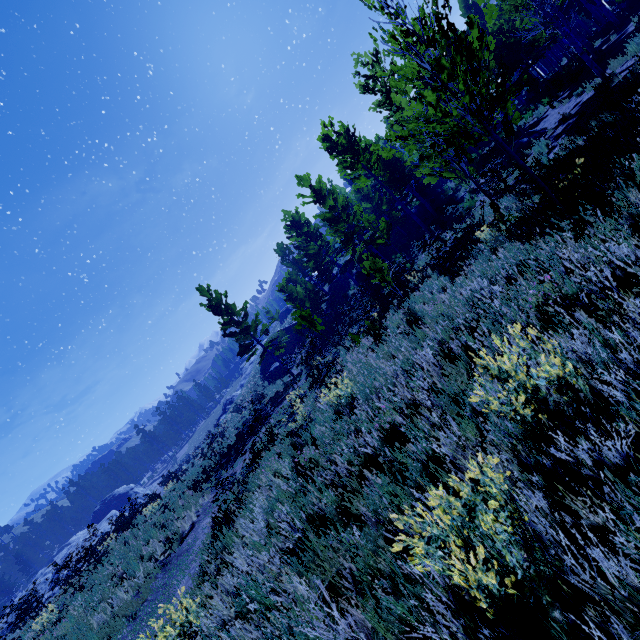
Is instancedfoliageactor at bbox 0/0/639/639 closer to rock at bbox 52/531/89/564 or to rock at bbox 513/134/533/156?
rock at bbox 513/134/533/156

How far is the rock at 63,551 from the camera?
43.81m

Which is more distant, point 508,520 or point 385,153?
point 385,153

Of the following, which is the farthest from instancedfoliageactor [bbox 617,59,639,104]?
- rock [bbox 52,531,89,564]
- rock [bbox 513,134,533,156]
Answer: rock [bbox 52,531,89,564]

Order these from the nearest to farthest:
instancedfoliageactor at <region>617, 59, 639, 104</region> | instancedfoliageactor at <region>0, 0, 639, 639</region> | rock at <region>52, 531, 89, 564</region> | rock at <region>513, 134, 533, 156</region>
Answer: instancedfoliageactor at <region>0, 0, 639, 639</region>, instancedfoliageactor at <region>617, 59, 639, 104</region>, rock at <region>513, 134, 533, 156</region>, rock at <region>52, 531, 89, 564</region>

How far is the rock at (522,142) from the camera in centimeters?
1447cm

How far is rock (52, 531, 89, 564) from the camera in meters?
43.8 m
